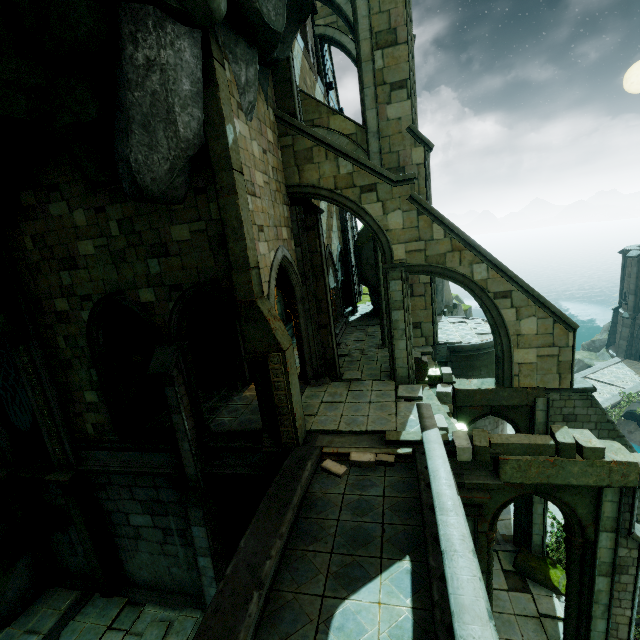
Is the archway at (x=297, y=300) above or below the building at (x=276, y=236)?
below

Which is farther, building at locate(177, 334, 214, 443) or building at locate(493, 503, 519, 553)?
building at locate(493, 503, 519, 553)

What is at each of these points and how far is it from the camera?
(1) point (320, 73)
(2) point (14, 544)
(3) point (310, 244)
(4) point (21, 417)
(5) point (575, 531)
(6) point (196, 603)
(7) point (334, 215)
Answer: (1) building, 21.75m
(2) rock, 13.12m
(3) stone column, 12.30m
(4) flag, 11.79m
(5) archway, 8.56m
(6) trim, 12.15m
(7) building, 21.66m

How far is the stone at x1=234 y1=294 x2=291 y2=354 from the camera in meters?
8.7

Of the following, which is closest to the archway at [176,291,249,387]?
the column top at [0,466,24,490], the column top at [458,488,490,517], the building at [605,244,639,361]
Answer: the column top at [458,488,490,517]

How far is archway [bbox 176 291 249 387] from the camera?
9.19m

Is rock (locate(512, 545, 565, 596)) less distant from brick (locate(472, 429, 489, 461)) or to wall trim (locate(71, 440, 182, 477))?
brick (locate(472, 429, 489, 461))

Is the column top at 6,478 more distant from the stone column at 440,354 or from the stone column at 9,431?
the stone column at 440,354
